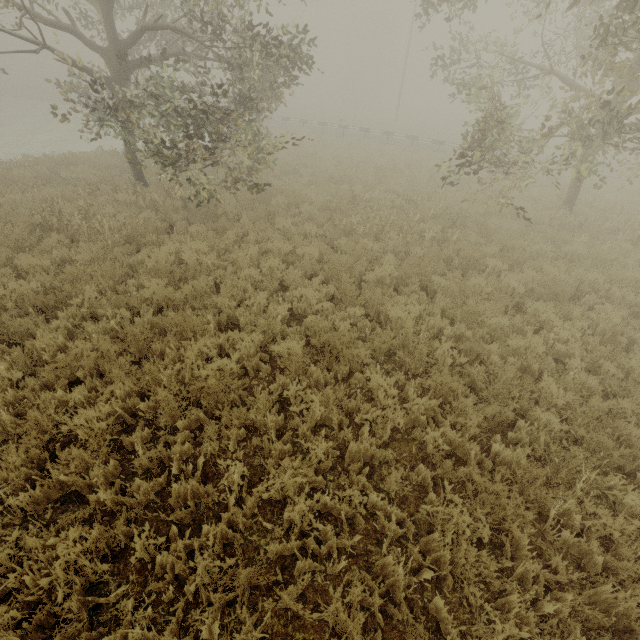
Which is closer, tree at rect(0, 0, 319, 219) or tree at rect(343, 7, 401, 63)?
tree at rect(0, 0, 319, 219)

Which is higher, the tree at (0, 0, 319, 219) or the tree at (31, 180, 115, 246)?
the tree at (0, 0, 319, 219)

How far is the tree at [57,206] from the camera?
8.34m

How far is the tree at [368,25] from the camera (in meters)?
56.59

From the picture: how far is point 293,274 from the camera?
6.69m

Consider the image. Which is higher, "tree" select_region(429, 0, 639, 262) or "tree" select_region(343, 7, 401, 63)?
"tree" select_region(343, 7, 401, 63)

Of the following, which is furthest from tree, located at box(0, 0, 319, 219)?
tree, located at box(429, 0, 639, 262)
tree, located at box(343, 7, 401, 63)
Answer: tree, located at box(343, 7, 401, 63)

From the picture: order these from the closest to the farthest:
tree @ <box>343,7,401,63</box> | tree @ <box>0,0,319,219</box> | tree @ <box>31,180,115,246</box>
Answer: tree @ <box>0,0,319,219</box>, tree @ <box>31,180,115,246</box>, tree @ <box>343,7,401,63</box>
